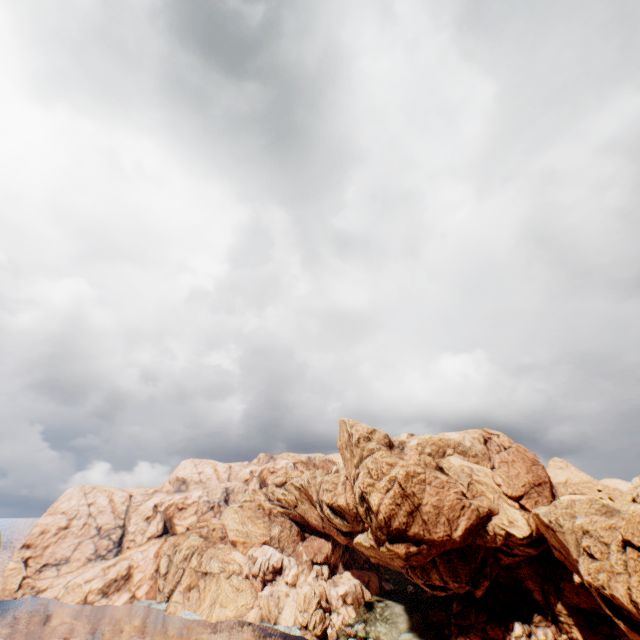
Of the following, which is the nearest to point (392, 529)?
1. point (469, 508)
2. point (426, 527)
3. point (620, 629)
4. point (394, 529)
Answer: point (394, 529)

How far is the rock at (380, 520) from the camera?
57.56m

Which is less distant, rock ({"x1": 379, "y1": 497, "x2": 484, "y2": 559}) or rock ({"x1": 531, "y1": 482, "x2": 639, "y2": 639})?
rock ({"x1": 531, "y1": 482, "x2": 639, "y2": 639})

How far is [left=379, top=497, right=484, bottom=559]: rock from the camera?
57.56m

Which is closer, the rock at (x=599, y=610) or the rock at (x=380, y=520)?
the rock at (x=599, y=610)
